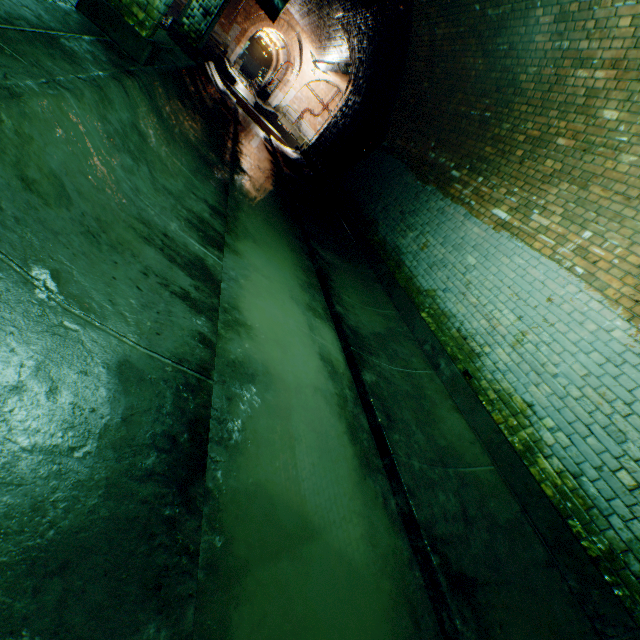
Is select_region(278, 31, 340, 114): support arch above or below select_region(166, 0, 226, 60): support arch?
above

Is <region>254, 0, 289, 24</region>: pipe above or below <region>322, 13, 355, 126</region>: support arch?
below

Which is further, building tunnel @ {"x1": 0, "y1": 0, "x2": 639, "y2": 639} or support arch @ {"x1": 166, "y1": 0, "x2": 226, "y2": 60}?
support arch @ {"x1": 166, "y1": 0, "x2": 226, "y2": 60}

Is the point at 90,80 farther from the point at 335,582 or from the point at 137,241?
the point at 335,582

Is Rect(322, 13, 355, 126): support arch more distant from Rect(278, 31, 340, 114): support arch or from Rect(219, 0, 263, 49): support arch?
Rect(278, 31, 340, 114): support arch

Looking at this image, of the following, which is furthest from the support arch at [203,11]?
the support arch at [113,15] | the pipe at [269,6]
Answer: the support arch at [113,15]

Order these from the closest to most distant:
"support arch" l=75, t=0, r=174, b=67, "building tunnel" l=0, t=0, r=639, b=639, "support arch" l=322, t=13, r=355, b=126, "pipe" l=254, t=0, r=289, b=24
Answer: "building tunnel" l=0, t=0, r=639, b=639 < "support arch" l=75, t=0, r=174, b=67 < "pipe" l=254, t=0, r=289, b=24 < "support arch" l=322, t=13, r=355, b=126

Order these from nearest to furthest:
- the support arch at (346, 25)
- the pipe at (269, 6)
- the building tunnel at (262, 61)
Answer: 1. the pipe at (269, 6)
2. the support arch at (346, 25)
3. the building tunnel at (262, 61)
